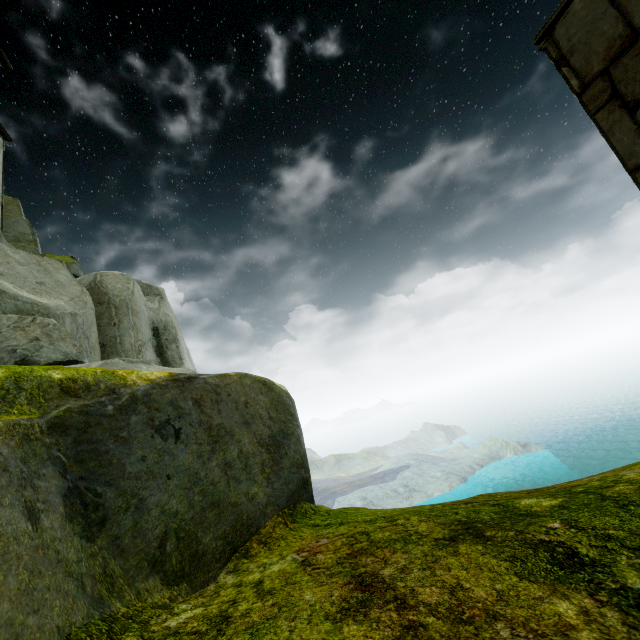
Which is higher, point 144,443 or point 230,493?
point 144,443
